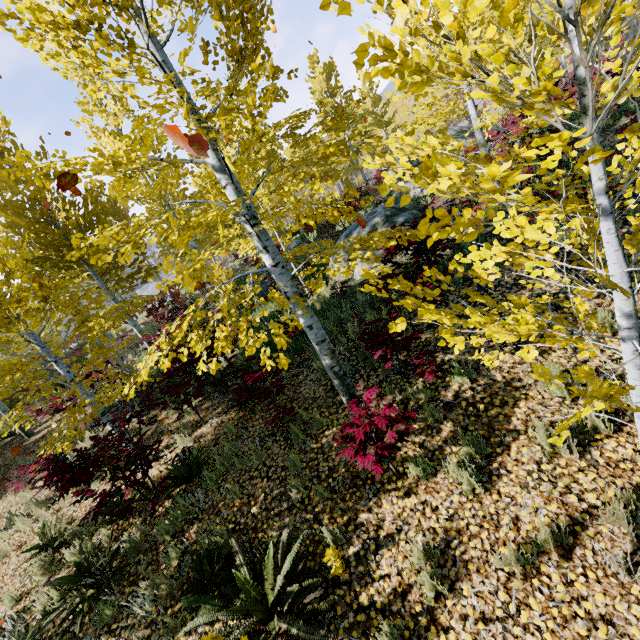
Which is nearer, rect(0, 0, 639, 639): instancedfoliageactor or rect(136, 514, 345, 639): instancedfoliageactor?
rect(0, 0, 639, 639): instancedfoliageactor

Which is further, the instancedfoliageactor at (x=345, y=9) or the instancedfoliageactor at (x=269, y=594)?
the instancedfoliageactor at (x=269, y=594)

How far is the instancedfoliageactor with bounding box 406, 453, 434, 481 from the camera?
4.0 meters

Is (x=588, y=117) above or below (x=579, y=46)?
below

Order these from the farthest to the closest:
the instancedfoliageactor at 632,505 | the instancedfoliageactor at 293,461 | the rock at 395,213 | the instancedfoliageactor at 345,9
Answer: the rock at 395,213
the instancedfoliageactor at 293,461
the instancedfoliageactor at 632,505
the instancedfoliageactor at 345,9
